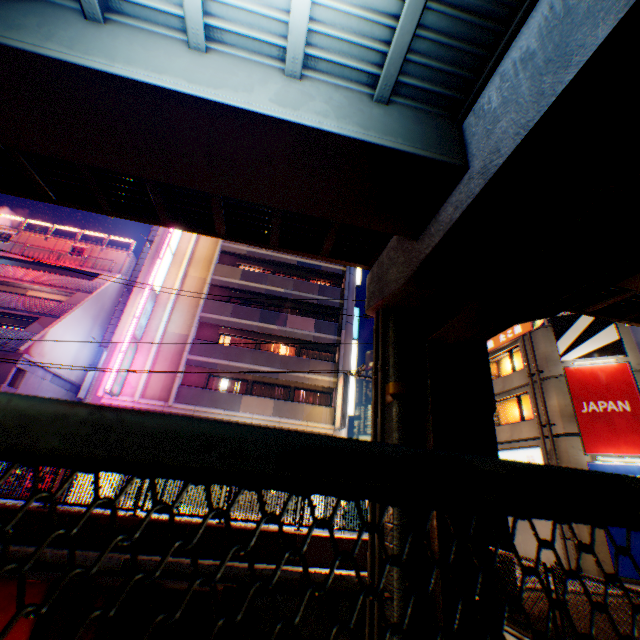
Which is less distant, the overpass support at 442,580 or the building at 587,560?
the overpass support at 442,580

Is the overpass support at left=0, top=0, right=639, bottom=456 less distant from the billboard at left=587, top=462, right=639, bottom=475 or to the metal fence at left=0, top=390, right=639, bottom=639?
the metal fence at left=0, top=390, right=639, bottom=639

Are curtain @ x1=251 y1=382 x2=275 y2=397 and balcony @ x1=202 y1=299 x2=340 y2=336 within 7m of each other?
yes

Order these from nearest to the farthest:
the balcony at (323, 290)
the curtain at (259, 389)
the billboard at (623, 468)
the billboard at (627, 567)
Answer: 1. the billboard at (627, 567)
2. the billboard at (623, 468)
3. the curtain at (259, 389)
4. the balcony at (323, 290)

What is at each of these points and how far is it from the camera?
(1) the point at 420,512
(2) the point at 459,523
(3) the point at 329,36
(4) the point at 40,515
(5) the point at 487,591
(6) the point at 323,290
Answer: (1) overpass support, 7.7 meters
(2) overpass support, 7.4 meters
(3) overpass support, 5.6 meters
(4) concrete block, 8.2 meters
(5) overpass support, 6.9 meters
(6) balcony, 25.1 meters

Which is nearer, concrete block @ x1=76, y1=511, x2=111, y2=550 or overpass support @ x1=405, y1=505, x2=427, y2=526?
overpass support @ x1=405, y1=505, x2=427, y2=526

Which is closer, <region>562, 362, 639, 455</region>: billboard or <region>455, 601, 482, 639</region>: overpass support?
<region>455, 601, 482, 639</region>: overpass support

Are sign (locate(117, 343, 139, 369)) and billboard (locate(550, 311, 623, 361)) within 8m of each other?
no
